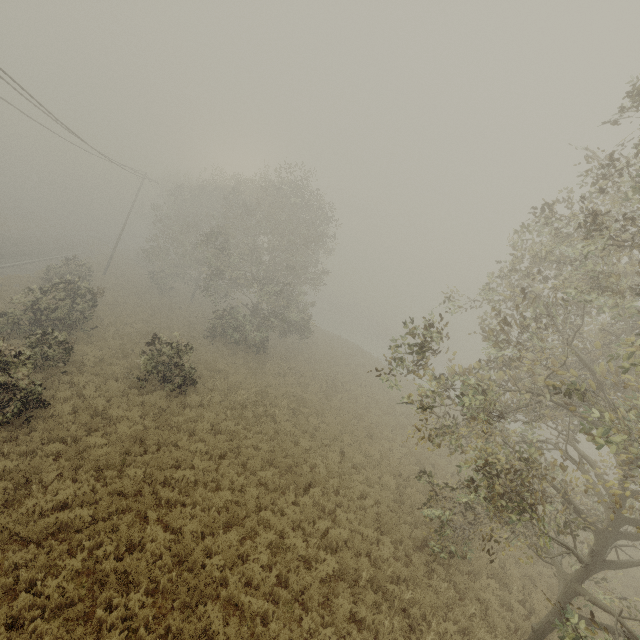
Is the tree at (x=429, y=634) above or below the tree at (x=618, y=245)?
below

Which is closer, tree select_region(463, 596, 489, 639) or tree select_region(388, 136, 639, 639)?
tree select_region(388, 136, 639, 639)

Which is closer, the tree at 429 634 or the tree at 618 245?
the tree at 618 245

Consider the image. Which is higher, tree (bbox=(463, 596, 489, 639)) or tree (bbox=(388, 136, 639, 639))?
tree (bbox=(388, 136, 639, 639))

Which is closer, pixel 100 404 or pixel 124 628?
pixel 124 628
